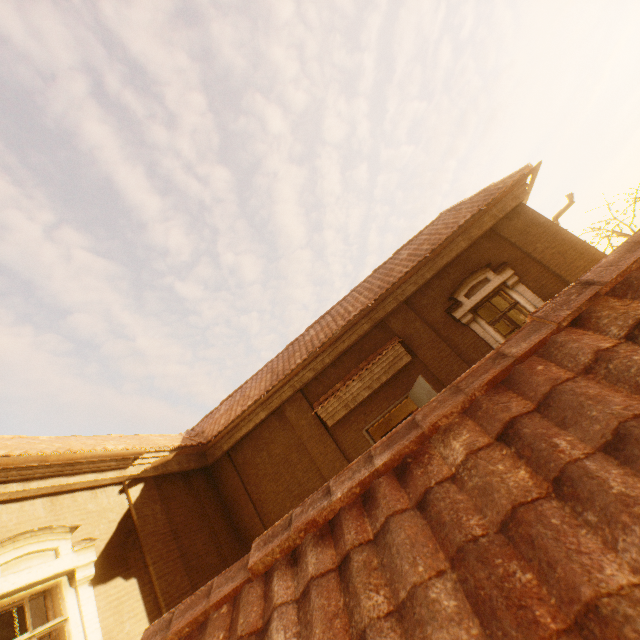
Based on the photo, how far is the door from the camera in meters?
7.2

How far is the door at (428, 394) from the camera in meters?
7.2 m

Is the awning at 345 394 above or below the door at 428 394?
above

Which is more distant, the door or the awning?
the awning

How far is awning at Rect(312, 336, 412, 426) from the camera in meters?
8.6

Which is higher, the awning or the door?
the awning

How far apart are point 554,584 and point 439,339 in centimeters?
809cm
